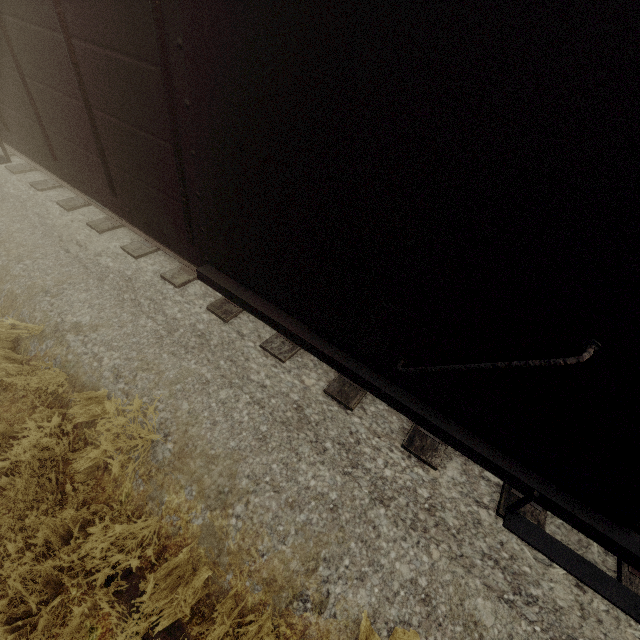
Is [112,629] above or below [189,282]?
below
